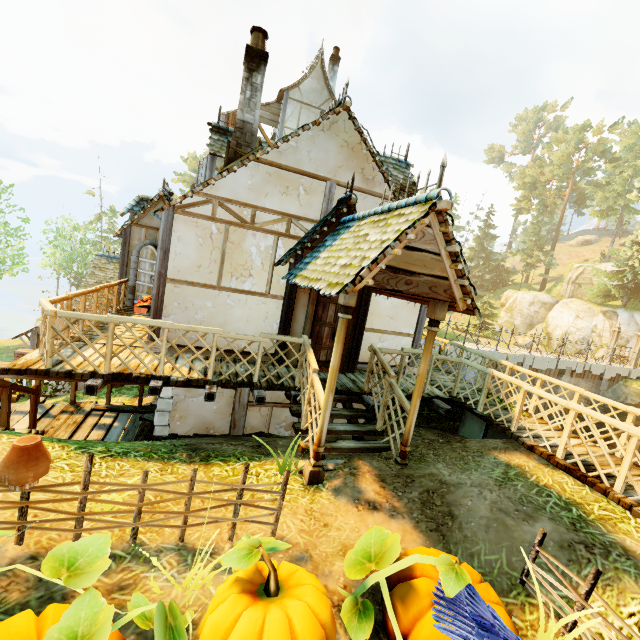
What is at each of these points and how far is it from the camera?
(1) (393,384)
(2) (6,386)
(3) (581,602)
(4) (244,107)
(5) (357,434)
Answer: (1) fence, 6.11m
(2) rail, 5.32m
(3) fence, 3.01m
(4) chimney, 7.68m
(5) stairs, 6.27m

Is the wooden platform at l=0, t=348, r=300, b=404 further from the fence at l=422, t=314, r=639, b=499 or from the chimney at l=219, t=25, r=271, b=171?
the chimney at l=219, t=25, r=271, b=171

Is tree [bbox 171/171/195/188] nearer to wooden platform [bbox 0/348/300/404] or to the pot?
wooden platform [bbox 0/348/300/404]

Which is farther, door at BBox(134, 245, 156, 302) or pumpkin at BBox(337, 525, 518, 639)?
door at BBox(134, 245, 156, 302)

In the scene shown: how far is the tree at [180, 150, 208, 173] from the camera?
49.1 meters

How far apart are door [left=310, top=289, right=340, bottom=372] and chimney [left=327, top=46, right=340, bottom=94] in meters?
15.5 m

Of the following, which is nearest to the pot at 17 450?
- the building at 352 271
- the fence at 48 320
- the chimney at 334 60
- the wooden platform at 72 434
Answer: the fence at 48 320

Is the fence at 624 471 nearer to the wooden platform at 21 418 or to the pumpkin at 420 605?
the pumpkin at 420 605
